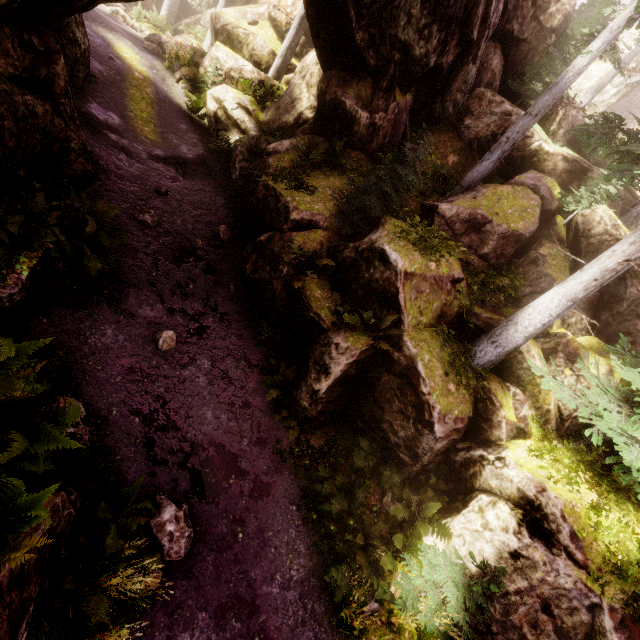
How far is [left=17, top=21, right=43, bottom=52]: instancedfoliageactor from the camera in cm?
651

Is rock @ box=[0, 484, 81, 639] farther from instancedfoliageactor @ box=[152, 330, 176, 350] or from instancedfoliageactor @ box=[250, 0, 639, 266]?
instancedfoliageactor @ box=[152, 330, 176, 350]

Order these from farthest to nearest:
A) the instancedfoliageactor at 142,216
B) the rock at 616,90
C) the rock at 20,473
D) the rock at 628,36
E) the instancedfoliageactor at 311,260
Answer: the rock at 628,36
the rock at 616,90
the instancedfoliageactor at 142,216
the instancedfoliageactor at 311,260
the rock at 20,473

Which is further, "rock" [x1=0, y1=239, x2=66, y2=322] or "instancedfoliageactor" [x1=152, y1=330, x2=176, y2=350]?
"instancedfoliageactor" [x1=152, y1=330, x2=176, y2=350]

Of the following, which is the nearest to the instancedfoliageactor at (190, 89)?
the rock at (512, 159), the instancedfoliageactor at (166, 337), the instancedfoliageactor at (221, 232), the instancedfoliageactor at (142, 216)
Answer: the rock at (512, 159)

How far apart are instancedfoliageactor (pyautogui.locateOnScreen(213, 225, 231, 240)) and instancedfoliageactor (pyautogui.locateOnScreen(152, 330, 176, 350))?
4.7 meters

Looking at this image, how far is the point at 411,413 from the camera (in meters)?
8.21

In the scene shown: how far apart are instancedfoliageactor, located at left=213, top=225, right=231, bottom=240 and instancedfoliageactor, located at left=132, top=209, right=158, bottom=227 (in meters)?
1.86
